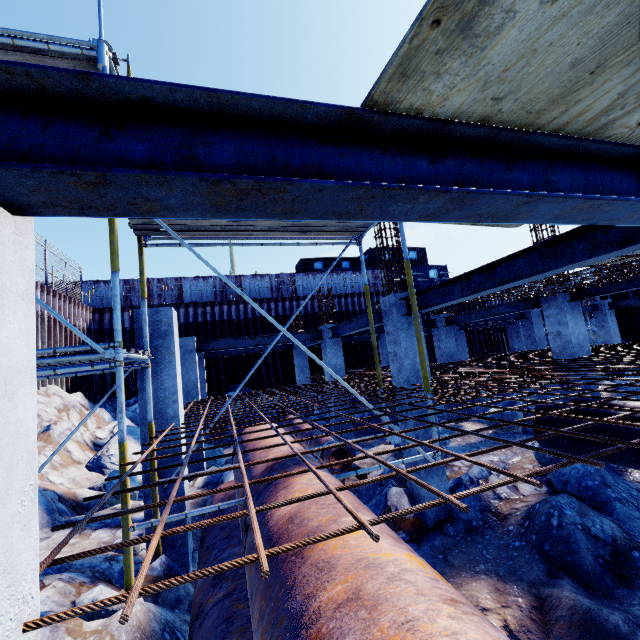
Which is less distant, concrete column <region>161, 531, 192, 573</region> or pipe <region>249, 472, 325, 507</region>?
pipe <region>249, 472, 325, 507</region>

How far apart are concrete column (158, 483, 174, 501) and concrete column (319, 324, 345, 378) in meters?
6.2

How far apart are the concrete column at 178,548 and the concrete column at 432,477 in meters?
4.4 m

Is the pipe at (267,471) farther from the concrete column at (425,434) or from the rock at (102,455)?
the rock at (102,455)

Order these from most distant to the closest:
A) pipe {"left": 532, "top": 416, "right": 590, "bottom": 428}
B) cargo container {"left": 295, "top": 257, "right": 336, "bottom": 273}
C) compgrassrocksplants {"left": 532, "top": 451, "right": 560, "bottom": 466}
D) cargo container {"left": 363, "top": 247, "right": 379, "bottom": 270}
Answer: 1. cargo container {"left": 295, "top": 257, "right": 336, "bottom": 273}
2. cargo container {"left": 363, "top": 247, "right": 379, "bottom": 270}
3. compgrassrocksplants {"left": 532, "top": 451, "right": 560, "bottom": 466}
4. pipe {"left": 532, "top": 416, "right": 590, "bottom": 428}

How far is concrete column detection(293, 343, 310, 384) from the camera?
16.2m

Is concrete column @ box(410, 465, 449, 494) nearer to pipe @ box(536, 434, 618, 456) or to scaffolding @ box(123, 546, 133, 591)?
scaffolding @ box(123, 546, 133, 591)

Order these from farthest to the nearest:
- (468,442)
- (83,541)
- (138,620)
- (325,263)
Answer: (325,263), (468,442), (83,541), (138,620)
